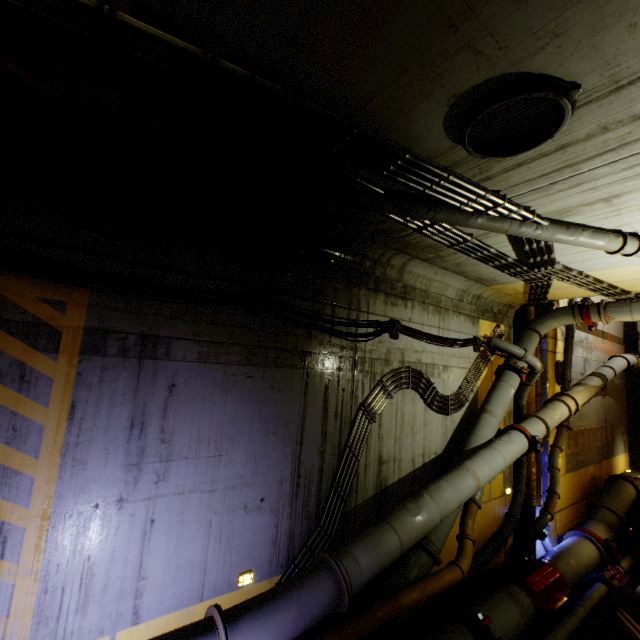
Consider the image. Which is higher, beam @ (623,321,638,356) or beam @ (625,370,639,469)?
beam @ (623,321,638,356)

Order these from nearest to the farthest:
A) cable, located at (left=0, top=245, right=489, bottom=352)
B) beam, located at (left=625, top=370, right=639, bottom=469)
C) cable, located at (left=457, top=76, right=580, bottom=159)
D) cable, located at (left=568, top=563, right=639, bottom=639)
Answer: cable, located at (left=457, top=76, right=580, bottom=159) → cable, located at (left=0, top=245, right=489, bottom=352) → cable, located at (left=568, top=563, right=639, bottom=639) → beam, located at (left=625, top=370, right=639, bottom=469)

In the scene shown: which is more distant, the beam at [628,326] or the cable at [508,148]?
the beam at [628,326]

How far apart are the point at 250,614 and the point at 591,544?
10.24m

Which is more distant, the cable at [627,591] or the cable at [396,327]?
the cable at [627,591]

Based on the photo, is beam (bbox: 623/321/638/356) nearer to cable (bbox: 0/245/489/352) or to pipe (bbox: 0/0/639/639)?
pipe (bbox: 0/0/639/639)

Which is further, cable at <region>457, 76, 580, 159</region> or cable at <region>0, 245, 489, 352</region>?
cable at <region>0, 245, 489, 352</region>

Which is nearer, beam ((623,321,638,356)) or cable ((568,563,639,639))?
cable ((568,563,639,639))
